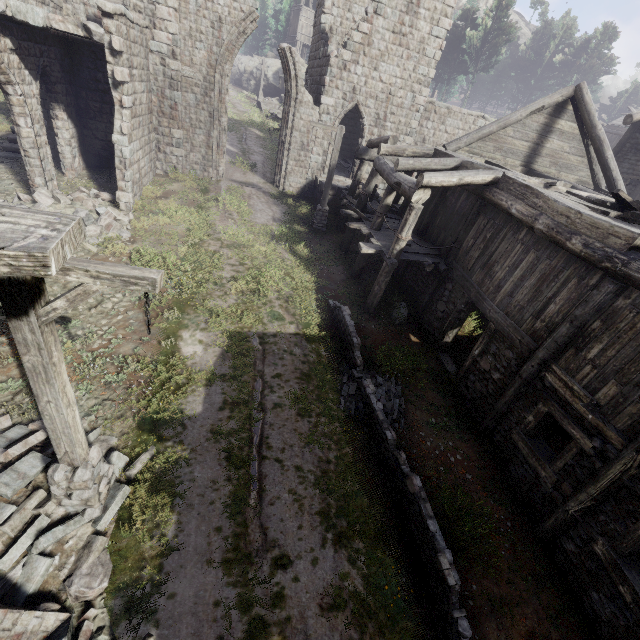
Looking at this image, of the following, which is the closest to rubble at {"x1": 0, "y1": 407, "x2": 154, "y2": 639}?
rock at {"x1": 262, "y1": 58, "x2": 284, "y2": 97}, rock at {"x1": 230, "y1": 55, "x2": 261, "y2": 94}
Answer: rock at {"x1": 262, "y1": 58, "x2": 284, "y2": 97}

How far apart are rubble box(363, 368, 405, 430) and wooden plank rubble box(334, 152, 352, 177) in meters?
15.3

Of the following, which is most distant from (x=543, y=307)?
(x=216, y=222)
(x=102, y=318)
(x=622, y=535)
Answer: (x=216, y=222)

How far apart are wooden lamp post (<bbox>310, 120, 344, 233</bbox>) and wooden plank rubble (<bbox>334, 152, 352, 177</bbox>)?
5.4m

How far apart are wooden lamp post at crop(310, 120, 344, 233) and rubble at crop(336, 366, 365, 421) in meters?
Result: 8.7 m

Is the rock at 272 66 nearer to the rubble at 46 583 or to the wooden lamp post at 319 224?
the wooden lamp post at 319 224

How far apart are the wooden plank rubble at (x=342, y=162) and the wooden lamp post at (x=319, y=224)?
5.40m

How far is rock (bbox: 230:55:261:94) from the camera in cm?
4711
